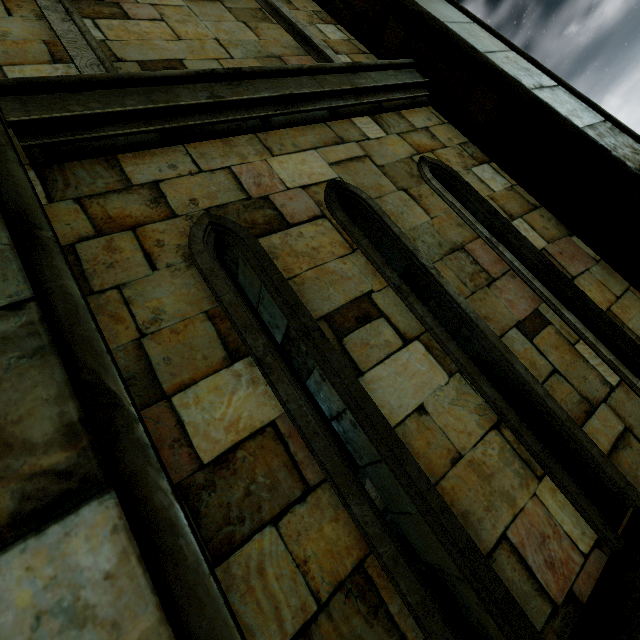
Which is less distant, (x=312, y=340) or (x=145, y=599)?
(x=145, y=599)
